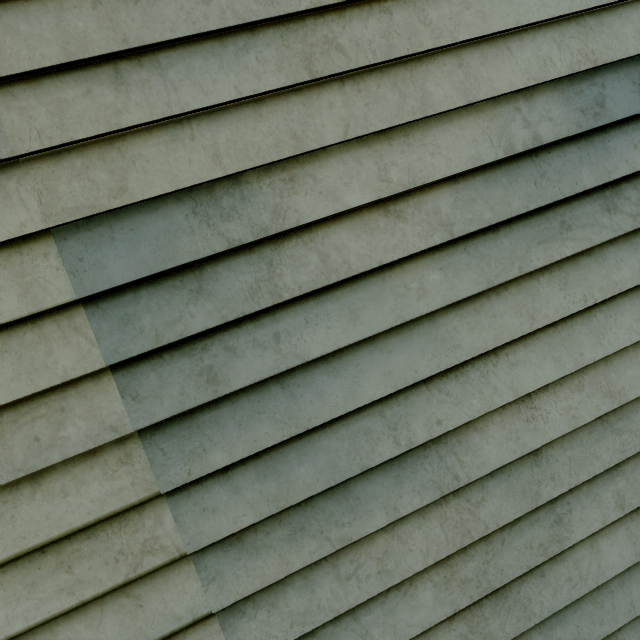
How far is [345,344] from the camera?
1.3 meters
